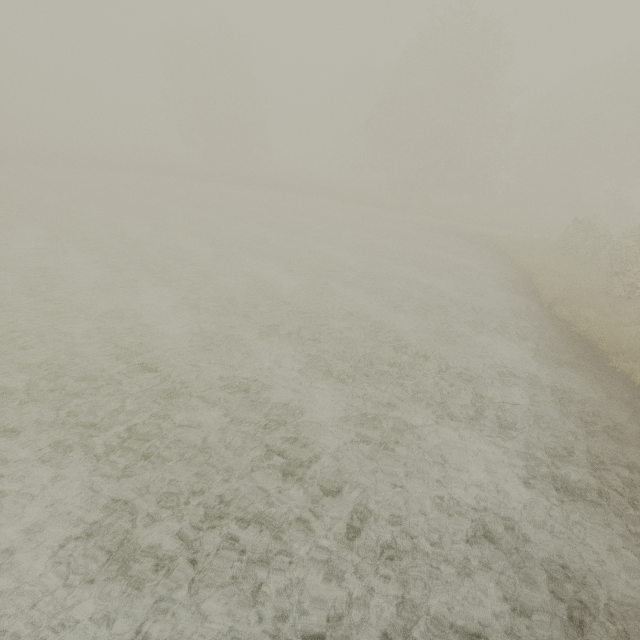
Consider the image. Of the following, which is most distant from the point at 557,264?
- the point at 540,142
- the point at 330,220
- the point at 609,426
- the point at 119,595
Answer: the point at 540,142
